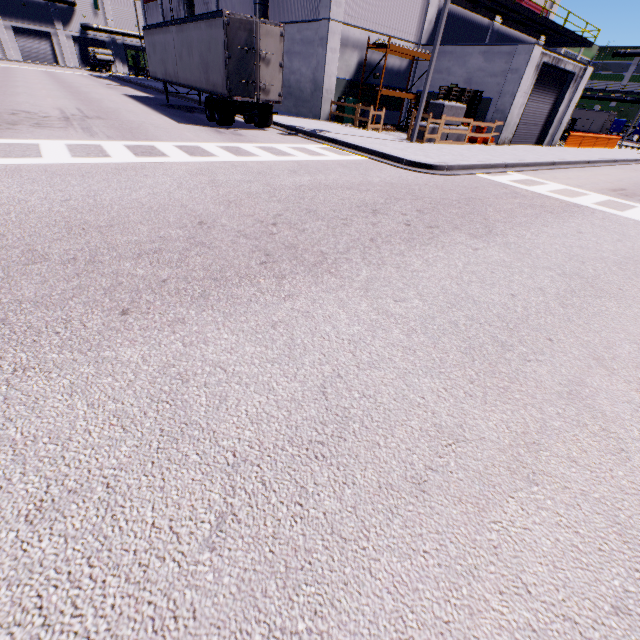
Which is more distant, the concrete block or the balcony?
the balcony

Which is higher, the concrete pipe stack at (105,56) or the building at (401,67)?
the building at (401,67)

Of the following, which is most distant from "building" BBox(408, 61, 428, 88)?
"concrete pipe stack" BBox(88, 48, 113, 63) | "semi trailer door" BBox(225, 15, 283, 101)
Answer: "semi trailer door" BBox(225, 15, 283, 101)

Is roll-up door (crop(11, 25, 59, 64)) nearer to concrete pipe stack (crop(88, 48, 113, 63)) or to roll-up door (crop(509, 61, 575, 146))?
concrete pipe stack (crop(88, 48, 113, 63))

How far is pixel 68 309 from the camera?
3.1 meters

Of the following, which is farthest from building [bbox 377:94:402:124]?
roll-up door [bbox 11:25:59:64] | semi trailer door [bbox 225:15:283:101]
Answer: semi trailer door [bbox 225:15:283:101]

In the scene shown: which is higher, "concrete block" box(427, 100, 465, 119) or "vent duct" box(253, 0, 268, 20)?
"vent duct" box(253, 0, 268, 20)

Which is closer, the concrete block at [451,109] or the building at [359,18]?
the concrete block at [451,109]
